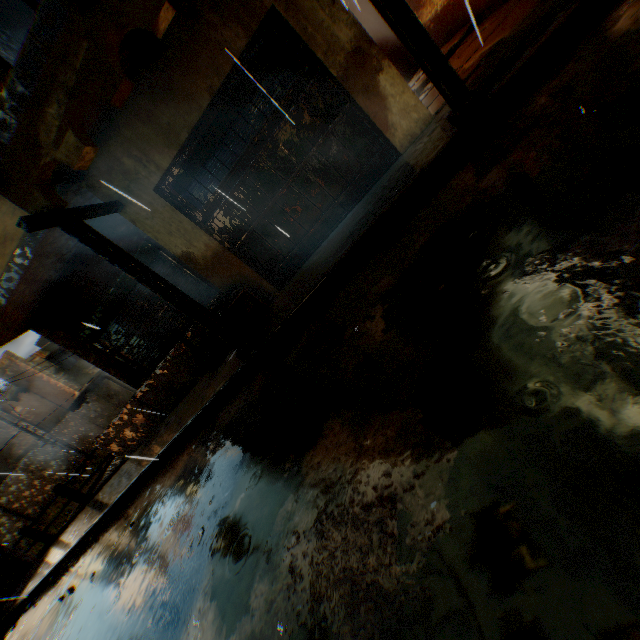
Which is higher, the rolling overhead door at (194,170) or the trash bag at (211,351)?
the rolling overhead door at (194,170)

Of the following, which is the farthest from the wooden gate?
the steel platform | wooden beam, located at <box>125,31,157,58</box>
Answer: the steel platform

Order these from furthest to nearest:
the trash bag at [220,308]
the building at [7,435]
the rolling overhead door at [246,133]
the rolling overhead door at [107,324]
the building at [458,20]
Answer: the building at [7,435]
the rolling overhead door at [107,324]
the building at [458,20]
the trash bag at [220,308]
the rolling overhead door at [246,133]

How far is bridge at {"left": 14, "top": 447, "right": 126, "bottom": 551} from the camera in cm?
866

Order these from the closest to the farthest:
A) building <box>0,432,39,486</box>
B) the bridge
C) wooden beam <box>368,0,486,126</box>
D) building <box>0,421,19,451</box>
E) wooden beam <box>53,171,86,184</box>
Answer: wooden beam <box>368,0,486,126</box> → wooden beam <box>53,171,86,184</box> → the bridge → building <box>0,432,39,486</box> → building <box>0,421,19,451</box>

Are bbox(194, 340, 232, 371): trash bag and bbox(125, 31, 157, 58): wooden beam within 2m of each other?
no

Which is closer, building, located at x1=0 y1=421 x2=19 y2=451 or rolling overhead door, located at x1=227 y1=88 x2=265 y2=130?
rolling overhead door, located at x1=227 y1=88 x2=265 y2=130

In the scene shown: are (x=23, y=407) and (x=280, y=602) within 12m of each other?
no
